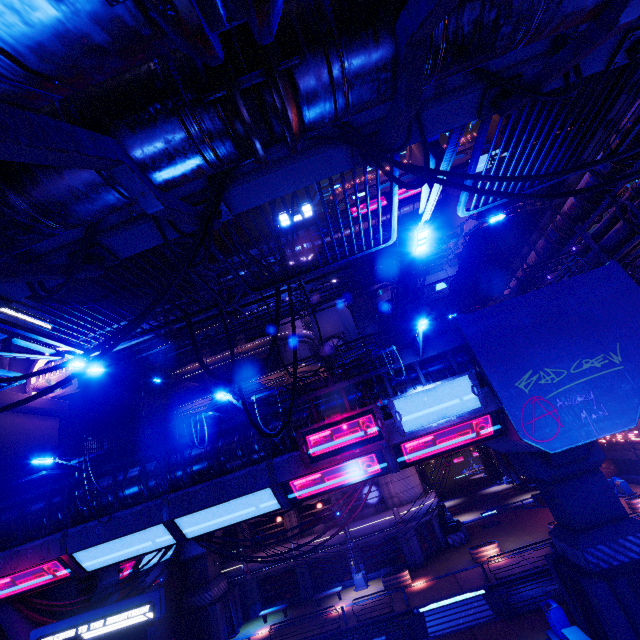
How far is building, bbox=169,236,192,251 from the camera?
47.0m

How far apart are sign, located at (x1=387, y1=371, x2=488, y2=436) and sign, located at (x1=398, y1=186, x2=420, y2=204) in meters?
45.2

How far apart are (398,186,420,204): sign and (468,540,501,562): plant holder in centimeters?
4567cm

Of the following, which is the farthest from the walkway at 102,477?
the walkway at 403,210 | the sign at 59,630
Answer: the walkway at 403,210

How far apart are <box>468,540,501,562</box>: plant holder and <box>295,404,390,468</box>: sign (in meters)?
19.50

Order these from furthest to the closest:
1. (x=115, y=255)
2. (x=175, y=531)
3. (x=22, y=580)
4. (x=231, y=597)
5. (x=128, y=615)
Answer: (x=231, y=597) → (x=22, y=580) → (x=175, y=531) → (x=128, y=615) → (x=115, y=255)

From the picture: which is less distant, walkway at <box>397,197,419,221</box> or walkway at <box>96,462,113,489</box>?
walkway at <box>96,462,113,489</box>

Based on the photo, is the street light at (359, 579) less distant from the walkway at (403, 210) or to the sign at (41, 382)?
the sign at (41, 382)
